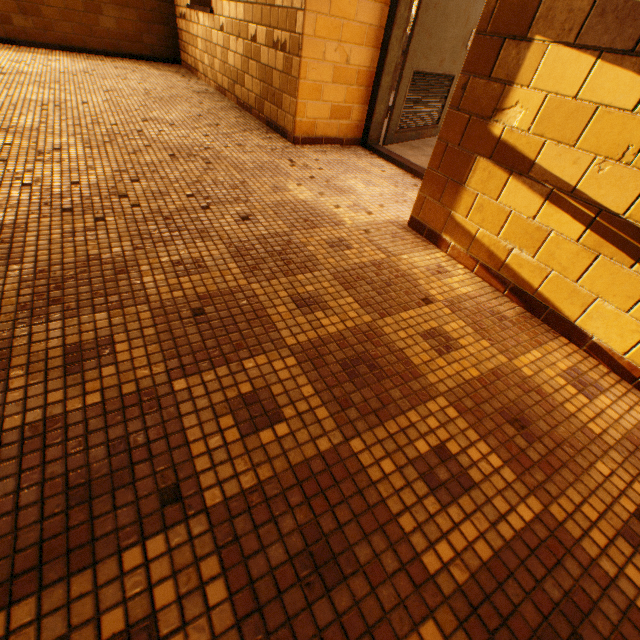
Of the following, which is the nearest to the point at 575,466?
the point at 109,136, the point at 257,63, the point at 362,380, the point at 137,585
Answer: the point at 362,380
